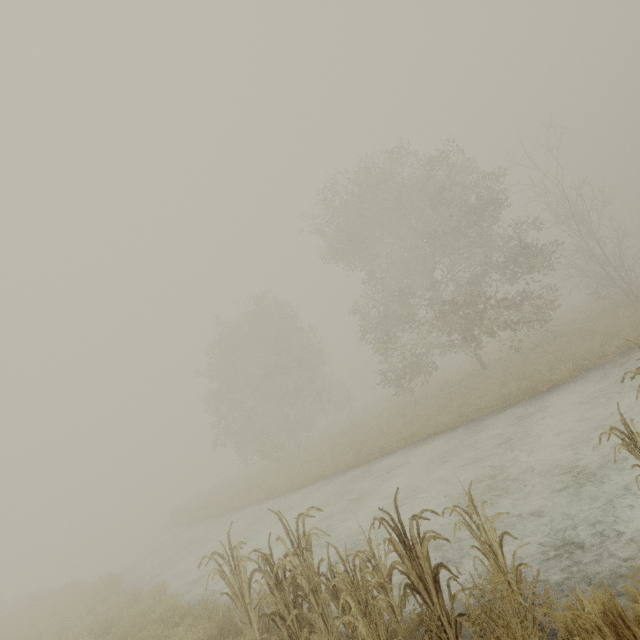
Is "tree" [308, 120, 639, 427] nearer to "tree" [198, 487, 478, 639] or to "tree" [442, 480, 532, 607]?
"tree" [442, 480, 532, 607]

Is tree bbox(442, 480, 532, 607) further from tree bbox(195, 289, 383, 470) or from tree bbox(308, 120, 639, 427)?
tree bbox(195, 289, 383, 470)

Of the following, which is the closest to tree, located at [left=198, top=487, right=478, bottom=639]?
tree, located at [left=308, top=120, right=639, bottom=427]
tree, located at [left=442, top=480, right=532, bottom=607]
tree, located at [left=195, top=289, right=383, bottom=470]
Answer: tree, located at [left=442, top=480, right=532, bottom=607]

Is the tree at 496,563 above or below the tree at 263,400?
below

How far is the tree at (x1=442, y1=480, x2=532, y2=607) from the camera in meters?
3.2

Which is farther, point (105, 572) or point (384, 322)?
point (384, 322)

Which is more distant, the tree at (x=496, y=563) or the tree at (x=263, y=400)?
the tree at (x=263, y=400)
